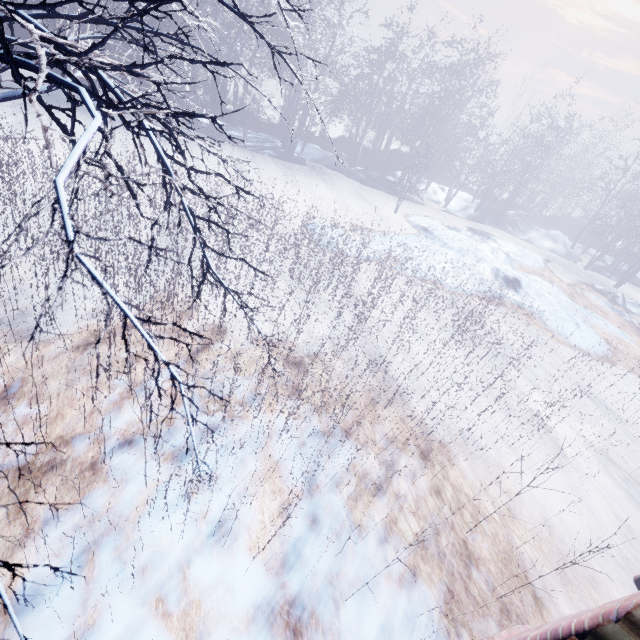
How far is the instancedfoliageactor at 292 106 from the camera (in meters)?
13.27

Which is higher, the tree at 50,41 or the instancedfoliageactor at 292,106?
the tree at 50,41

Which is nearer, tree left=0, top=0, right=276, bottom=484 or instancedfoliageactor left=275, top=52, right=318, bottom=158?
tree left=0, top=0, right=276, bottom=484

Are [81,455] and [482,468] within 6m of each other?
yes

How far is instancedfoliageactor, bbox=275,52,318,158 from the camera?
13.3m

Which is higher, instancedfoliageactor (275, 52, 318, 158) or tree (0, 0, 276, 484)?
tree (0, 0, 276, 484)
